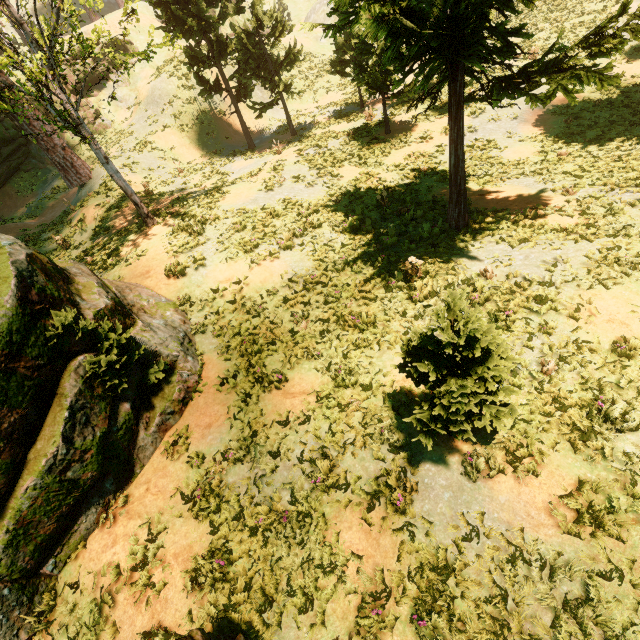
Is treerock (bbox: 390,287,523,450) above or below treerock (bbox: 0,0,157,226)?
below

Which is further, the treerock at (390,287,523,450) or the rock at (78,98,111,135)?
the rock at (78,98,111,135)

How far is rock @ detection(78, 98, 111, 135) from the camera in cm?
2877

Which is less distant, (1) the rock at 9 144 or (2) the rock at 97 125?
(1) the rock at 9 144

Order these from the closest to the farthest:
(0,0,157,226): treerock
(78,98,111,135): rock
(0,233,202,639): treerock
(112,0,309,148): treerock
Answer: (0,233,202,639): treerock < (0,0,157,226): treerock < (112,0,309,148): treerock < (78,98,111,135): rock

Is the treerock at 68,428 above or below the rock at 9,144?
below

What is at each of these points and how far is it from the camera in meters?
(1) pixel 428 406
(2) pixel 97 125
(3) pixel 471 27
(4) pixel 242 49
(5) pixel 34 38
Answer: (1) treerock, 5.3
(2) rock, 29.1
(3) treerock, 6.3
(4) treerock, 19.2
(5) treerock, 9.4
